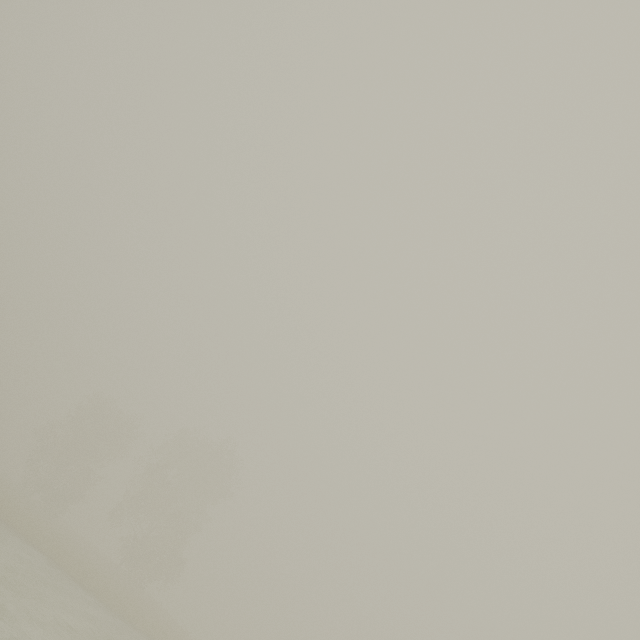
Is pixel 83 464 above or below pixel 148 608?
above
